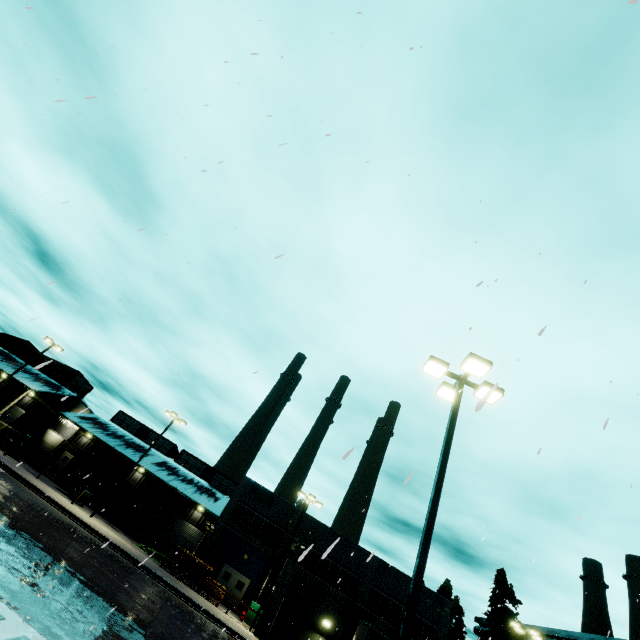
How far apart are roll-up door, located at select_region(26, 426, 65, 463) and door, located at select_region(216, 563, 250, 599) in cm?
2712

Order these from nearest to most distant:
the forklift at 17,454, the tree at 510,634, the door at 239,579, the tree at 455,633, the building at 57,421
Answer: the tree at 510,634
the door at 239,579
the forklift at 17,454
the building at 57,421
the tree at 455,633

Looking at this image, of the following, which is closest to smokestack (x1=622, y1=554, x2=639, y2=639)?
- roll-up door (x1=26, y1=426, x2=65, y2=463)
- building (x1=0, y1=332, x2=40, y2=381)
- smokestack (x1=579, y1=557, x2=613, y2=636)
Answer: smokestack (x1=579, y1=557, x2=613, y2=636)

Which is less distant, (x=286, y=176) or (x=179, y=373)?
(x=286, y=176)

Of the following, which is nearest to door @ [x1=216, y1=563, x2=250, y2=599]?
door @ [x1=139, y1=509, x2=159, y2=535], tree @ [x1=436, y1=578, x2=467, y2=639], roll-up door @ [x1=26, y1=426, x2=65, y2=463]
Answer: door @ [x1=139, y1=509, x2=159, y2=535]

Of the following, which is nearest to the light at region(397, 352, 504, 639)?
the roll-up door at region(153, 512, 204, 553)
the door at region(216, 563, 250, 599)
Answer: the door at region(216, 563, 250, 599)

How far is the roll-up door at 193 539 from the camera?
38.0m

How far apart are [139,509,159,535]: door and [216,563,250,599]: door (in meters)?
12.65
